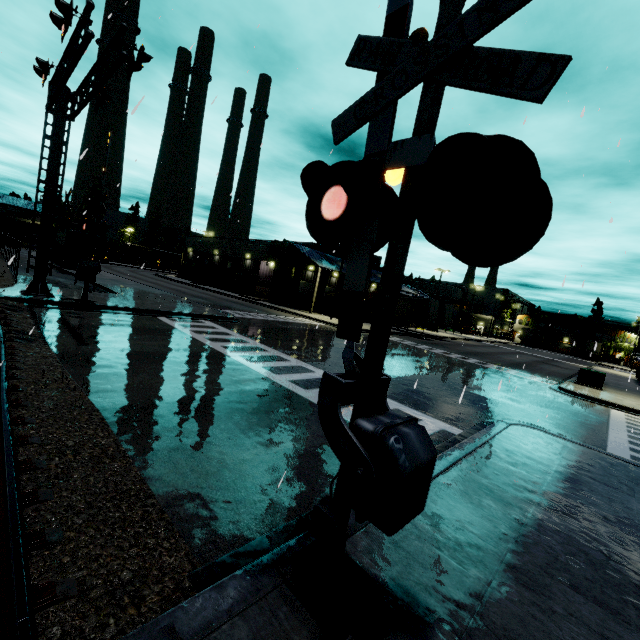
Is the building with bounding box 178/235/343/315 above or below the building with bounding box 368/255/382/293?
below

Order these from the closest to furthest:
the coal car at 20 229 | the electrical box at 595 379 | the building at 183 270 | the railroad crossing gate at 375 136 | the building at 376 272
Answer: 1. the railroad crossing gate at 375 136
2. the electrical box at 595 379
3. the building at 183 270
4. the building at 376 272
5. the coal car at 20 229

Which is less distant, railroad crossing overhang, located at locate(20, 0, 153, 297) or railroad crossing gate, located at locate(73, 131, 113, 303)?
railroad crossing overhang, located at locate(20, 0, 153, 297)

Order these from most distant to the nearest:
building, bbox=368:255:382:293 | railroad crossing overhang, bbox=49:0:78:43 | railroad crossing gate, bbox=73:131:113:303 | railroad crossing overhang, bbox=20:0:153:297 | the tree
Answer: building, bbox=368:255:382:293 → the tree → railroad crossing gate, bbox=73:131:113:303 → railroad crossing overhang, bbox=20:0:153:297 → railroad crossing overhang, bbox=49:0:78:43

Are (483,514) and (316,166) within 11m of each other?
yes

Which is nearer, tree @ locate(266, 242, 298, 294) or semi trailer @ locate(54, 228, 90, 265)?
semi trailer @ locate(54, 228, 90, 265)

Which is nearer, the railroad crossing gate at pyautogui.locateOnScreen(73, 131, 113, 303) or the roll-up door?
the railroad crossing gate at pyautogui.locateOnScreen(73, 131, 113, 303)

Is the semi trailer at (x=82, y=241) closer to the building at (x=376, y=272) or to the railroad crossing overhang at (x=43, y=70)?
the building at (x=376, y=272)
